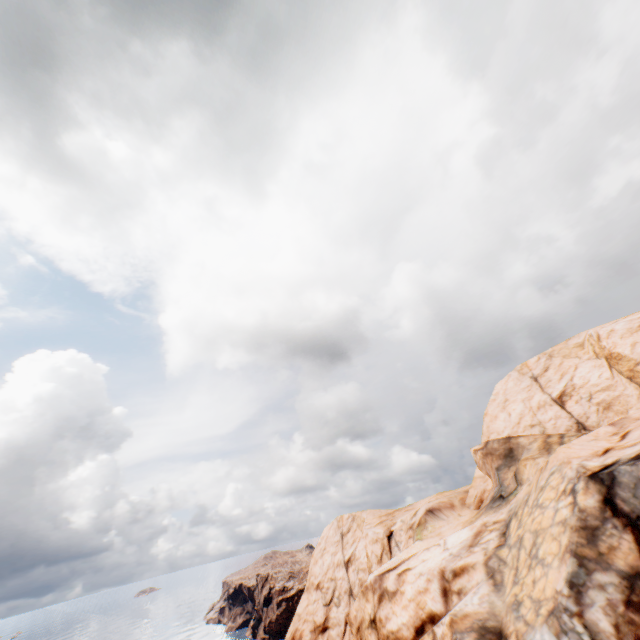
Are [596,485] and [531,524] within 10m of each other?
yes
